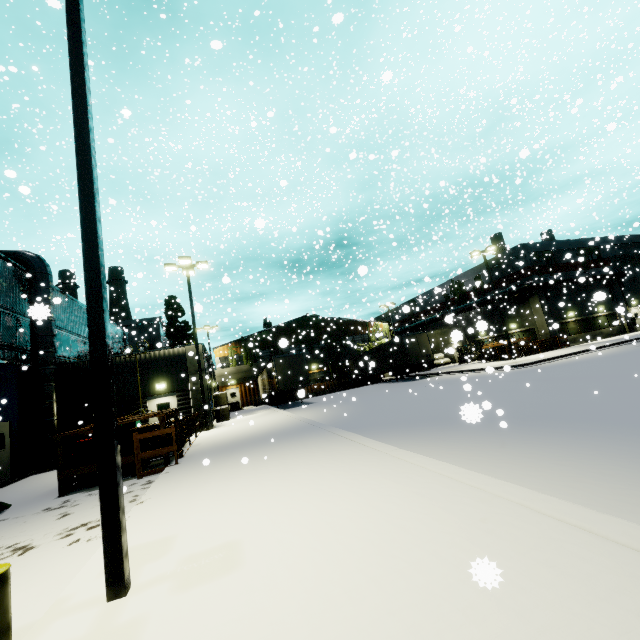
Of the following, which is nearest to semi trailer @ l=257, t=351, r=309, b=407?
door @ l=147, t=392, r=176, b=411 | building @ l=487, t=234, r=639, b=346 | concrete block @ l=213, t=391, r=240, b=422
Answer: building @ l=487, t=234, r=639, b=346

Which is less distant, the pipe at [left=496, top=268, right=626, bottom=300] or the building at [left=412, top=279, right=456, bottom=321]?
the pipe at [left=496, top=268, right=626, bottom=300]

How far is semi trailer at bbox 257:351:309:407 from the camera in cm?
2525

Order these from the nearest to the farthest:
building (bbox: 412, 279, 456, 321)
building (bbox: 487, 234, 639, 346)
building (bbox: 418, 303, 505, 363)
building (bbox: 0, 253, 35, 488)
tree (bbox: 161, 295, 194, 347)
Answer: building (bbox: 418, 303, 505, 363)
building (bbox: 0, 253, 35, 488)
building (bbox: 487, 234, 639, 346)
building (bbox: 412, 279, 456, 321)
tree (bbox: 161, 295, 194, 347)

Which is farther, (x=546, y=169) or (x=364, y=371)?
(x=546, y=169)

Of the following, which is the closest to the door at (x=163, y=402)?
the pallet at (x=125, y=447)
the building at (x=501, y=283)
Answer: the building at (x=501, y=283)

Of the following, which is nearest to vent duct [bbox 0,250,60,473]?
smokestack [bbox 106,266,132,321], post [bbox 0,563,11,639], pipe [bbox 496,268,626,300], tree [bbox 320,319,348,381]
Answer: smokestack [bbox 106,266,132,321]

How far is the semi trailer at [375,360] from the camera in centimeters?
2895cm
